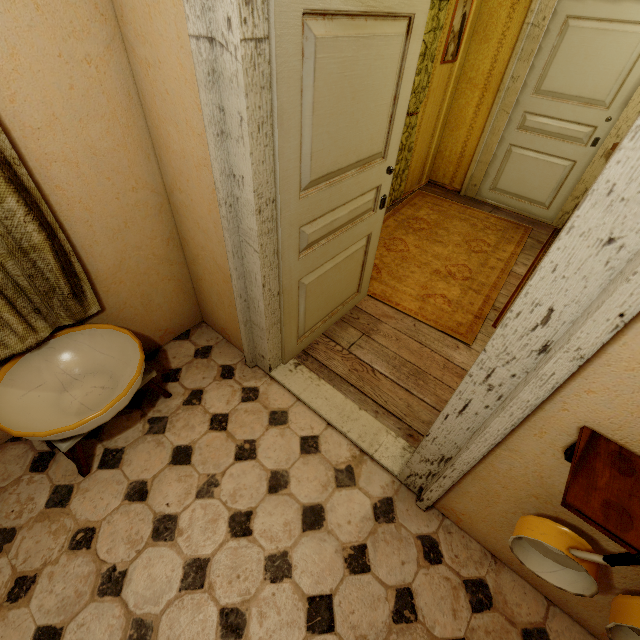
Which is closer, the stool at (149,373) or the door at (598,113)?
the stool at (149,373)

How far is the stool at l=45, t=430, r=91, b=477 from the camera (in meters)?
1.63

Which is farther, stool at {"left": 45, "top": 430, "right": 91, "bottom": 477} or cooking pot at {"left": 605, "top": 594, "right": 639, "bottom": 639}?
stool at {"left": 45, "top": 430, "right": 91, "bottom": 477}

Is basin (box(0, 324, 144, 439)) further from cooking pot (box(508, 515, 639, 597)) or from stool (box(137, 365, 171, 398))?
cooking pot (box(508, 515, 639, 597))

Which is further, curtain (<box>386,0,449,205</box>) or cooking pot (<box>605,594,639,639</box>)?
curtain (<box>386,0,449,205</box>)

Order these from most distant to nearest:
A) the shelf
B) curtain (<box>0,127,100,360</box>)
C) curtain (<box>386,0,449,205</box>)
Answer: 1. curtain (<box>386,0,449,205</box>)
2. curtain (<box>0,127,100,360</box>)
3. the shelf

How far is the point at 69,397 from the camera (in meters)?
1.79

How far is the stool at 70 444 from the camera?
1.6 meters
